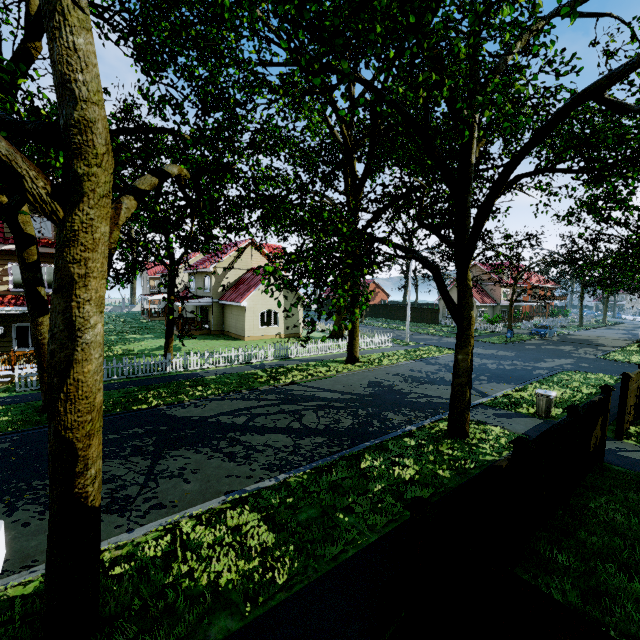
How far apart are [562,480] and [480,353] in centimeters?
2063cm

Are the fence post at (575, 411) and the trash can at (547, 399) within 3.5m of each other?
no

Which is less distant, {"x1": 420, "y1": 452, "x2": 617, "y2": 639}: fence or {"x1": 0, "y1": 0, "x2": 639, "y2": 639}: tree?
{"x1": 420, "y1": 452, "x2": 617, "y2": 639}: fence

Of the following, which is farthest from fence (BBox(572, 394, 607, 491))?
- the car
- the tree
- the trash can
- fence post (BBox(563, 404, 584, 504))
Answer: the car

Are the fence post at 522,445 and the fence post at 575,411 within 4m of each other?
yes

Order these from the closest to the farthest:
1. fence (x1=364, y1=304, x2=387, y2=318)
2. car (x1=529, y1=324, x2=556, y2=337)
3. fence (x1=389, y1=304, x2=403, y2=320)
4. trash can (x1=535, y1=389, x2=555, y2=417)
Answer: trash can (x1=535, y1=389, x2=555, y2=417), car (x1=529, y1=324, x2=556, y2=337), fence (x1=389, y1=304, x2=403, y2=320), fence (x1=364, y1=304, x2=387, y2=318)

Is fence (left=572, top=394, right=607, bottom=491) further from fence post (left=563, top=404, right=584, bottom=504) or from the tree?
the tree

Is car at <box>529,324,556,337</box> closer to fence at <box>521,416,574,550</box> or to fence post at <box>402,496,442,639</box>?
fence at <box>521,416,574,550</box>
